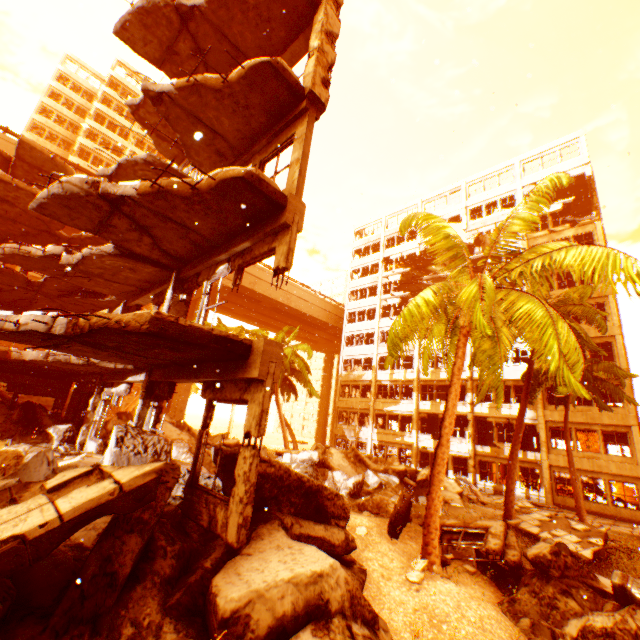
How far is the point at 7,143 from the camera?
21.4m

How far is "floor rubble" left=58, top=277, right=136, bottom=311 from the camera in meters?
11.4 m

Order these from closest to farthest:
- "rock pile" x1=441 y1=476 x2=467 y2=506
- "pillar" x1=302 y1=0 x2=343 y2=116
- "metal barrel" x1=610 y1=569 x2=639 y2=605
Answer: "metal barrel" x1=610 y1=569 x2=639 y2=605 < "pillar" x1=302 y1=0 x2=343 y2=116 < "rock pile" x1=441 y1=476 x2=467 y2=506

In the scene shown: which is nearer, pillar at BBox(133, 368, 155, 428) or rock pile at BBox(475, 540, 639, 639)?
rock pile at BBox(475, 540, 639, 639)

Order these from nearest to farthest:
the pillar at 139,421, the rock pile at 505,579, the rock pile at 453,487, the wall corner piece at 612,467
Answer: the rock pile at 505,579, the pillar at 139,421, the rock pile at 453,487, the wall corner piece at 612,467

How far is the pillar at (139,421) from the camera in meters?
8.2

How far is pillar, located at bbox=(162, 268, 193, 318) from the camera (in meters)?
9.14

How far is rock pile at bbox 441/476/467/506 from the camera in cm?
1657
